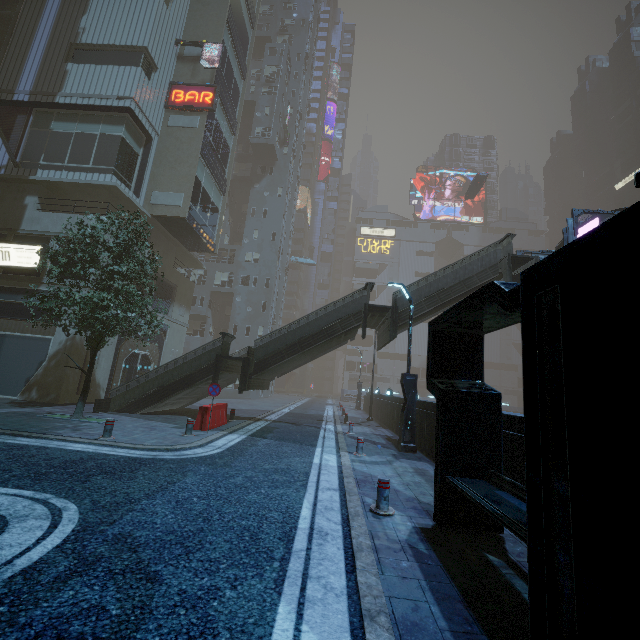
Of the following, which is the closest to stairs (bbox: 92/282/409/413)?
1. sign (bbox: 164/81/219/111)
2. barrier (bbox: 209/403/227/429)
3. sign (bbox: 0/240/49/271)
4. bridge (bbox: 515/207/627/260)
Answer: bridge (bbox: 515/207/627/260)

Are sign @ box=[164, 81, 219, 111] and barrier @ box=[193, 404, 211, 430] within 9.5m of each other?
no

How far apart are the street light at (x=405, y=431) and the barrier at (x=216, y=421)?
7.5 meters

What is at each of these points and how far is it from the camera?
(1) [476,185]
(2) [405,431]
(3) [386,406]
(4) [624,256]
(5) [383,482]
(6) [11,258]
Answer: (1) car, 45.97m
(2) street light, 12.50m
(3) building, 21.33m
(4) building, 1.97m
(5) bollard, 6.02m
(6) sign, 16.70m

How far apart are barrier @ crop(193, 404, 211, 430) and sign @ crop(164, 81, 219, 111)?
20.0 meters

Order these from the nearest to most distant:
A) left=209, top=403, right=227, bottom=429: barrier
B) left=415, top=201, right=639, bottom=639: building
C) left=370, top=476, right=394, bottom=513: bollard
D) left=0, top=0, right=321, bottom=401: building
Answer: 1. left=415, top=201, right=639, bottom=639: building
2. left=370, top=476, right=394, bottom=513: bollard
3. left=209, top=403, right=227, bottom=429: barrier
4. left=0, top=0, right=321, bottom=401: building

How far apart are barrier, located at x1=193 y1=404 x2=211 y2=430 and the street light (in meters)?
7.51

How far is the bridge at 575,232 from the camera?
15.5 meters
